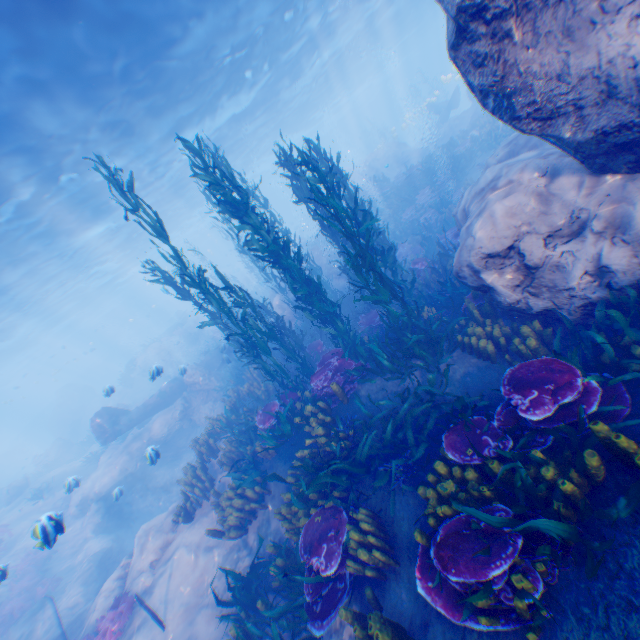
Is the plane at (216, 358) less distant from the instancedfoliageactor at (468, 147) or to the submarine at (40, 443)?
the instancedfoliageactor at (468, 147)

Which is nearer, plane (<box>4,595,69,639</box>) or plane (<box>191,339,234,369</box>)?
plane (<box>4,595,69,639</box>)

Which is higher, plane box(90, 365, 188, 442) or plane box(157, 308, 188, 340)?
plane box(157, 308, 188, 340)

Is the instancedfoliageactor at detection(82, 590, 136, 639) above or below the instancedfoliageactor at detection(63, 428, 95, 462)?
below

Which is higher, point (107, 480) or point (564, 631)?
point (564, 631)

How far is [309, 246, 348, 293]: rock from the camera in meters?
19.1 m

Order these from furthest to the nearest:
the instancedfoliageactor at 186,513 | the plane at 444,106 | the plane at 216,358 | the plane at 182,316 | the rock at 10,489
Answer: the plane at 182,316, the plane at 444,106, the rock at 10,489, the plane at 216,358, the instancedfoliageactor at 186,513

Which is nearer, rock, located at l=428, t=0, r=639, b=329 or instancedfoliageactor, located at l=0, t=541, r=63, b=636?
rock, located at l=428, t=0, r=639, b=329
